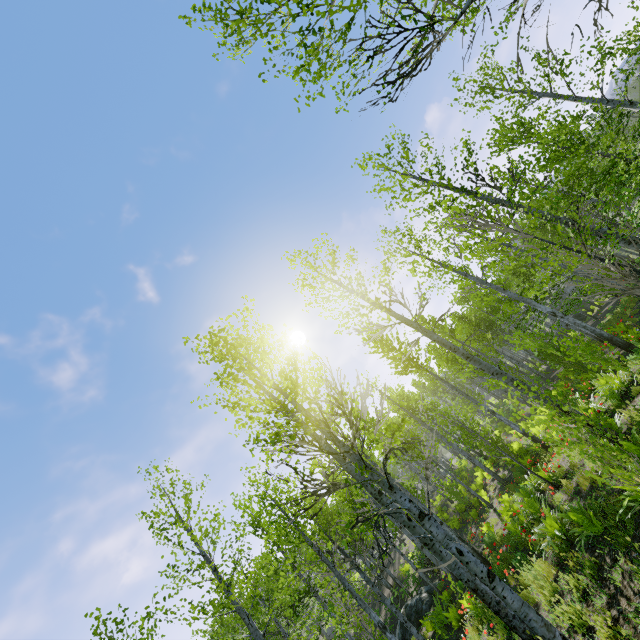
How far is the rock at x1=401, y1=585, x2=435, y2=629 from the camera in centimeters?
1604cm

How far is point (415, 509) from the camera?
4.4 meters

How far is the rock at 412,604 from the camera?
16.0 meters
